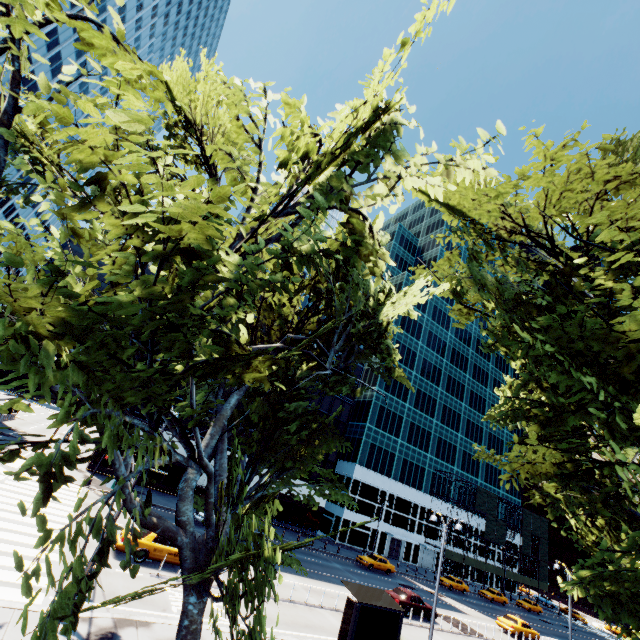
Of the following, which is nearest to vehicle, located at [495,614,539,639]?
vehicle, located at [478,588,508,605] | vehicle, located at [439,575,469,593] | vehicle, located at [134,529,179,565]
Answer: vehicle, located at [439,575,469,593]

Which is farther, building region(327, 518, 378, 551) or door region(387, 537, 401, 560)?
door region(387, 537, 401, 560)

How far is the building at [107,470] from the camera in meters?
33.5 m

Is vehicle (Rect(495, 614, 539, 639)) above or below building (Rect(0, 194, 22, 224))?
below

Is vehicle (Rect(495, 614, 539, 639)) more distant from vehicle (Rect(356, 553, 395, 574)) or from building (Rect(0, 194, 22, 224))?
building (Rect(0, 194, 22, 224))

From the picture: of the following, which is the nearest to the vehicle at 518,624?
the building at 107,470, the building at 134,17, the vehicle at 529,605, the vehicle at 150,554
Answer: the building at 107,470

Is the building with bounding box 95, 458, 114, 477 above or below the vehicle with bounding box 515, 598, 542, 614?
below

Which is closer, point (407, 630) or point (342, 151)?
point (342, 151)
